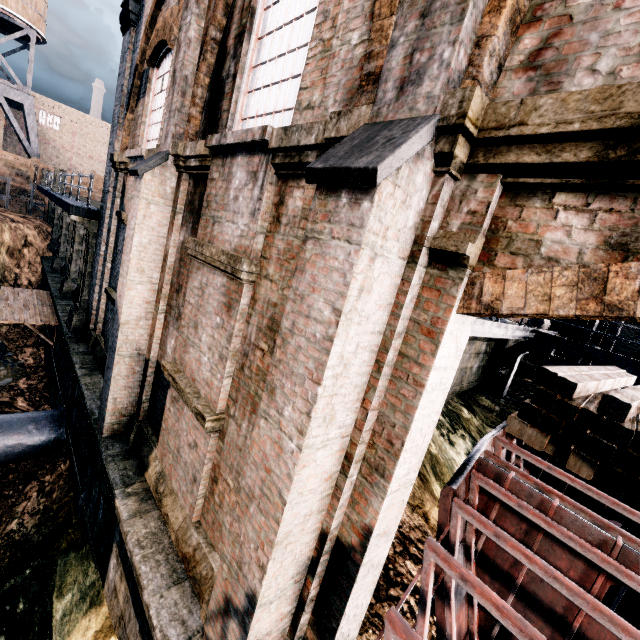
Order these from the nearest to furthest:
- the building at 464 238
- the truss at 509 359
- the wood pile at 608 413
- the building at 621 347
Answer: the building at 464 238, the wood pile at 608 413, the truss at 509 359, the building at 621 347

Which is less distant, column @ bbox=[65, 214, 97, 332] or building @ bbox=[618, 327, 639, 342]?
column @ bbox=[65, 214, 97, 332]

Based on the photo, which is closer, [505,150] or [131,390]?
[505,150]

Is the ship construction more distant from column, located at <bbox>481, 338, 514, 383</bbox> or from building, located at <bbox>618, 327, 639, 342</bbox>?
column, located at <bbox>481, 338, 514, 383</bbox>

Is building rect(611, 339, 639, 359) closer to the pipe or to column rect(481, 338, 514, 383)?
the pipe

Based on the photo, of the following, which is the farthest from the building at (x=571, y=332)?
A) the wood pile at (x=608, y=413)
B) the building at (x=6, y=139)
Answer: the building at (x=6, y=139)

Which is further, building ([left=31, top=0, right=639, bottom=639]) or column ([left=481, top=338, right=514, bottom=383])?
column ([left=481, top=338, right=514, bottom=383])
